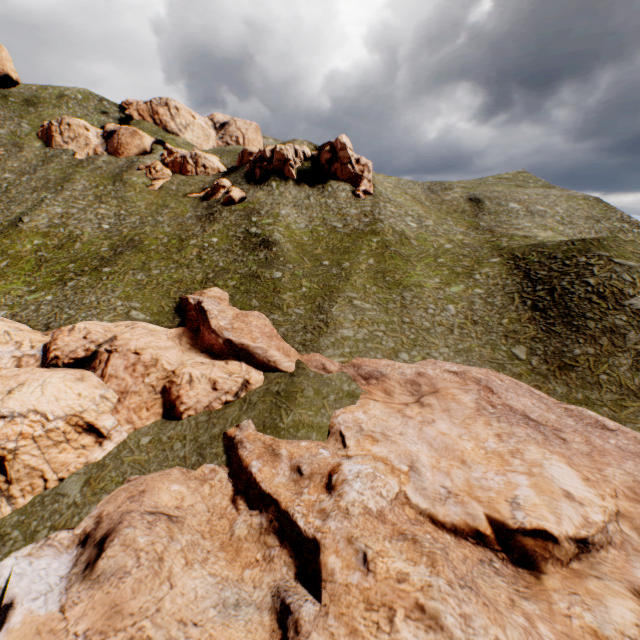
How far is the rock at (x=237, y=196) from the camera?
53.8 meters

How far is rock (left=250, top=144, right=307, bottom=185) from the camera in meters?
57.1 m

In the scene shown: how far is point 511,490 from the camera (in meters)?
16.81

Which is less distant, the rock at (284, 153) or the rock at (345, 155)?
the rock at (345, 155)

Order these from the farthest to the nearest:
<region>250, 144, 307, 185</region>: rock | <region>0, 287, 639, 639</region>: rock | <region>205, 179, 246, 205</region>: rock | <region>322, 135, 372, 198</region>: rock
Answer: <region>250, 144, 307, 185</region>: rock
<region>322, 135, 372, 198</region>: rock
<region>205, 179, 246, 205</region>: rock
<region>0, 287, 639, 639</region>: rock

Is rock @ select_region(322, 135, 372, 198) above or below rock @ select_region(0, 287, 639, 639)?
above

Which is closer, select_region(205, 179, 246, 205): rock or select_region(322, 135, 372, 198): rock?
select_region(205, 179, 246, 205): rock

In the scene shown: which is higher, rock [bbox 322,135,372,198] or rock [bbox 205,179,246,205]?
rock [bbox 322,135,372,198]
